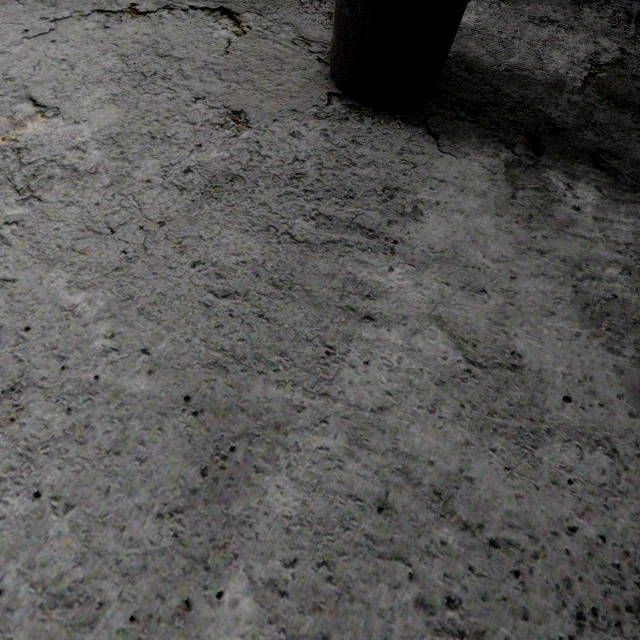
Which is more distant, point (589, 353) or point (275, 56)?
point (275, 56)
